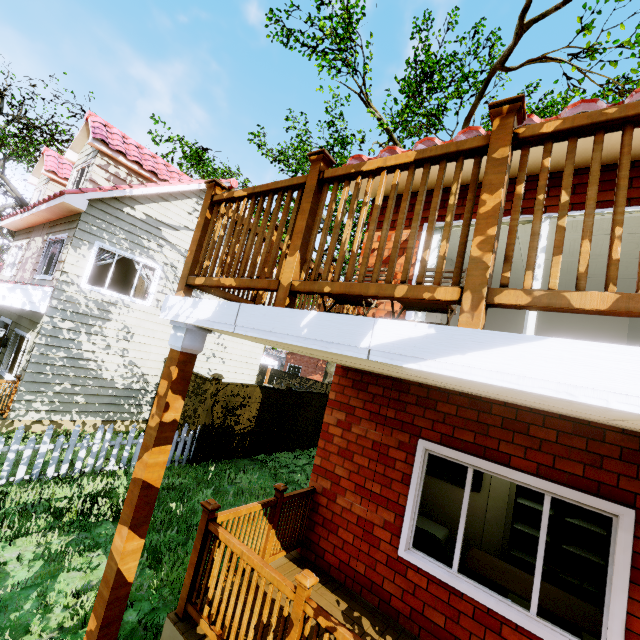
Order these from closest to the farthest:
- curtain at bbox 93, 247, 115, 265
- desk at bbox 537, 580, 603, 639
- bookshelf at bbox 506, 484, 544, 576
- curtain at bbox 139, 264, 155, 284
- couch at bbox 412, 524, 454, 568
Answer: desk at bbox 537, 580, 603, 639, couch at bbox 412, 524, 454, 568, bookshelf at bbox 506, 484, 544, 576, curtain at bbox 93, 247, 115, 265, curtain at bbox 139, 264, 155, 284

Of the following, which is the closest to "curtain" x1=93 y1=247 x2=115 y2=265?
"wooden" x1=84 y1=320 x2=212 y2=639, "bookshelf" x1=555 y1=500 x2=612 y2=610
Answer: "wooden" x1=84 y1=320 x2=212 y2=639

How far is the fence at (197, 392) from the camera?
8.7m

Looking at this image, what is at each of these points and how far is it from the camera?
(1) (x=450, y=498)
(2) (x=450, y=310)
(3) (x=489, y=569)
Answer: (1) stairs, 6.3 meters
(2) chair, 2.9 meters
(3) desk, 3.9 meters

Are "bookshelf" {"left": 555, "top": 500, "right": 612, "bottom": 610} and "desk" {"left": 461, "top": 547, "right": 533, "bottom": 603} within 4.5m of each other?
yes

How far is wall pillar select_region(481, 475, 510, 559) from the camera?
5.7 meters

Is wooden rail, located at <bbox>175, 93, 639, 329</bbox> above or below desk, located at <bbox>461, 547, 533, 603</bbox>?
above

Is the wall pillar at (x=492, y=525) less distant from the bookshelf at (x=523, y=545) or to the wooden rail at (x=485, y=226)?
the bookshelf at (x=523, y=545)
